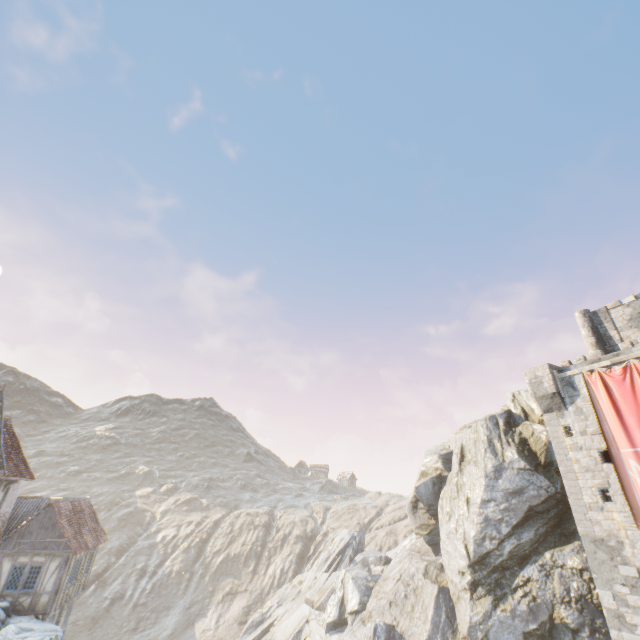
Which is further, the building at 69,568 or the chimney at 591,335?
the chimney at 591,335

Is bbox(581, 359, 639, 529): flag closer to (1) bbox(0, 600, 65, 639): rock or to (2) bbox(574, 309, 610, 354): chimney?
(1) bbox(0, 600, 65, 639): rock

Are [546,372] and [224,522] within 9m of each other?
no

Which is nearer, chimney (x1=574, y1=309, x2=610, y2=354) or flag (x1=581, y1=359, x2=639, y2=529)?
flag (x1=581, y1=359, x2=639, y2=529)

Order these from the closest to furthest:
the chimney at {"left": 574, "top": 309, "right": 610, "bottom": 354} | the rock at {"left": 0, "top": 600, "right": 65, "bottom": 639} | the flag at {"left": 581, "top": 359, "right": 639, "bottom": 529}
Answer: the rock at {"left": 0, "top": 600, "right": 65, "bottom": 639} → the flag at {"left": 581, "top": 359, "right": 639, "bottom": 529} → the chimney at {"left": 574, "top": 309, "right": 610, "bottom": 354}

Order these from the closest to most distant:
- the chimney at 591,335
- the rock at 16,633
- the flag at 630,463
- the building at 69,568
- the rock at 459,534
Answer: the rock at 16,633 < the flag at 630,463 < the rock at 459,534 < the building at 69,568 < the chimney at 591,335

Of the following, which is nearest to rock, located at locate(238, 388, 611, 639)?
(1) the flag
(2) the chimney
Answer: (2) the chimney

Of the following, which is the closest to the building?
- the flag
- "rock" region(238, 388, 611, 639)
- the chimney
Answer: "rock" region(238, 388, 611, 639)
